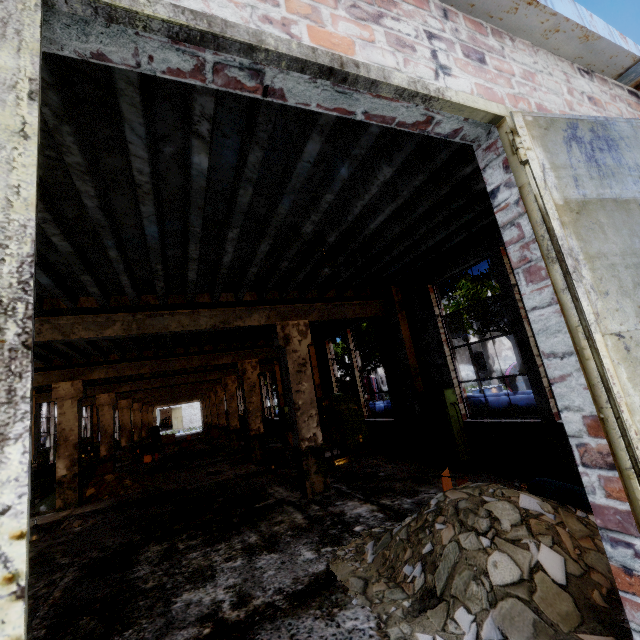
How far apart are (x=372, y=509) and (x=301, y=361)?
3.4 meters

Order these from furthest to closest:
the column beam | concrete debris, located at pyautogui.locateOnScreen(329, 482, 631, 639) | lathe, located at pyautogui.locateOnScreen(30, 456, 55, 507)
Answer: lathe, located at pyautogui.locateOnScreen(30, 456, 55, 507) → the column beam → concrete debris, located at pyautogui.locateOnScreen(329, 482, 631, 639)

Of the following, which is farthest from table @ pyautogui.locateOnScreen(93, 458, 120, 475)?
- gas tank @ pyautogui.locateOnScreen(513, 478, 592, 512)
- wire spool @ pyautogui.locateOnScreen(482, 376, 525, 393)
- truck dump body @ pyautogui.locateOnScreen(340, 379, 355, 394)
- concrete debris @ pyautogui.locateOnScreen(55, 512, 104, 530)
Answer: truck dump body @ pyautogui.locateOnScreen(340, 379, 355, 394)

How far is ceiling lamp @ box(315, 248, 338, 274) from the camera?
5.29m

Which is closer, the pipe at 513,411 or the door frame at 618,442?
the door frame at 618,442

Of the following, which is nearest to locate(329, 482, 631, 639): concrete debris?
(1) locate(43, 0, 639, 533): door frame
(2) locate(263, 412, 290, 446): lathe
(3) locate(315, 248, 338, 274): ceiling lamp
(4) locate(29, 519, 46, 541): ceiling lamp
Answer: (1) locate(43, 0, 639, 533): door frame

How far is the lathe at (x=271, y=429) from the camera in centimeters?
1513cm

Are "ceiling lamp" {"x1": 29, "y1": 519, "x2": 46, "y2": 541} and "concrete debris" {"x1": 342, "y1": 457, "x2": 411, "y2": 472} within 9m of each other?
yes
